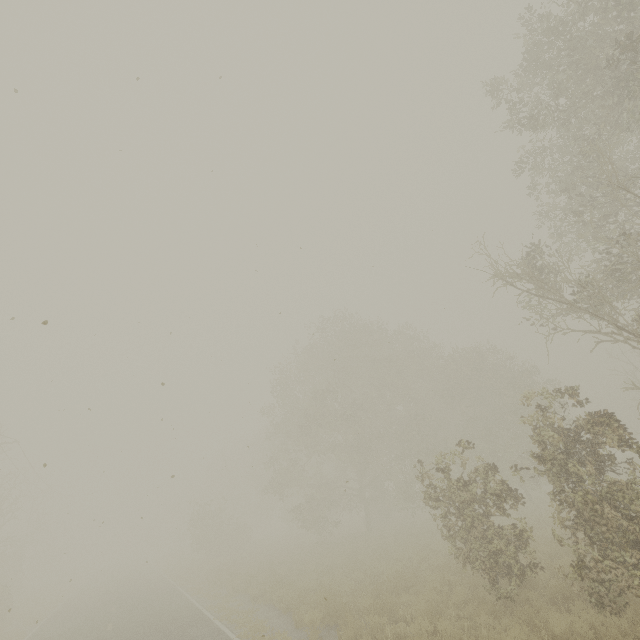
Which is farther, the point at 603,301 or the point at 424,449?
the point at 424,449
